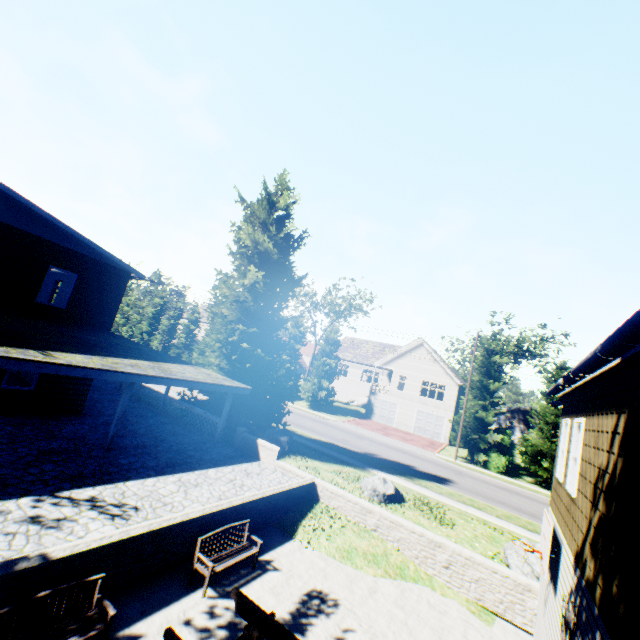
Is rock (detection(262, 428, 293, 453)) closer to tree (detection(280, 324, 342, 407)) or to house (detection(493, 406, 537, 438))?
tree (detection(280, 324, 342, 407))

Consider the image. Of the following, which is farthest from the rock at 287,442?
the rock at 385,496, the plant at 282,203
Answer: the rock at 385,496

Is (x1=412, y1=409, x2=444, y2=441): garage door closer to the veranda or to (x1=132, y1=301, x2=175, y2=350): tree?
(x1=132, y1=301, x2=175, y2=350): tree

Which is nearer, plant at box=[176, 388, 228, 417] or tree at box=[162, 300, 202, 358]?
plant at box=[176, 388, 228, 417]

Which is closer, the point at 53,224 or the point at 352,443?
the point at 53,224

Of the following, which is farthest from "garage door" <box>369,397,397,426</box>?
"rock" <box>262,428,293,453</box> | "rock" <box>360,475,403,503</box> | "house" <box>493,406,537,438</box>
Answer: "house" <box>493,406,537,438</box>

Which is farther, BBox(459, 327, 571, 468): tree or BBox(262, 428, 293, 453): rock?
BBox(459, 327, 571, 468): tree

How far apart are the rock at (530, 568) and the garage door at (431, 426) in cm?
2412
